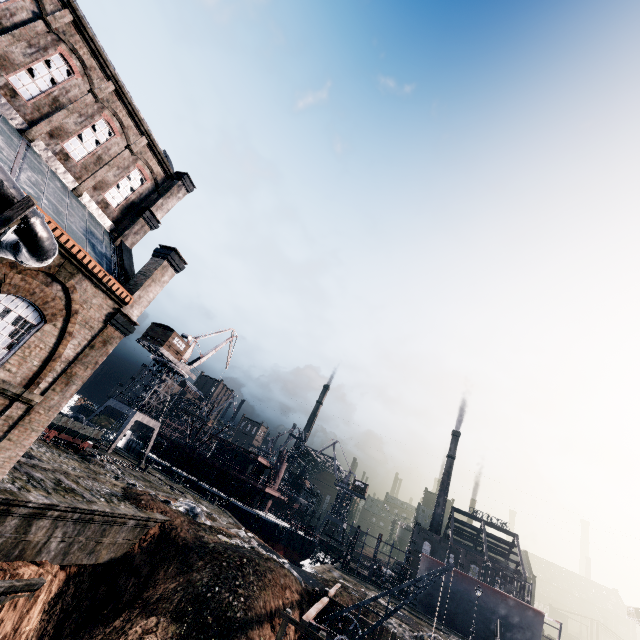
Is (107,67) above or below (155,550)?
above

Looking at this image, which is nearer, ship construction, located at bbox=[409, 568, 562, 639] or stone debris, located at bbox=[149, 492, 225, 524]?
stone debris, located at bbox=[149, 492, 225, 524]

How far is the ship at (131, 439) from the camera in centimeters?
5473cm

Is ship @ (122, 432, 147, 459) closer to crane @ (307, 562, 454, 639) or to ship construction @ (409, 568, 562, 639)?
ship construction @ (409, 568, 562, 639)

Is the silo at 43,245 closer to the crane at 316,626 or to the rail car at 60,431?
the crane at 316,626

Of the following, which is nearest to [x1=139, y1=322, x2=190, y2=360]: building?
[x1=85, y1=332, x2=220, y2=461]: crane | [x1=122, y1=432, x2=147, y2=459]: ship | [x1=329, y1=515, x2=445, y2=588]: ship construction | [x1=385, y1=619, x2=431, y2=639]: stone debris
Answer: [x1=85, y1=332, x2=220, y2=461]: crane

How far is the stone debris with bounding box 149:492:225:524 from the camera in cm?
2712

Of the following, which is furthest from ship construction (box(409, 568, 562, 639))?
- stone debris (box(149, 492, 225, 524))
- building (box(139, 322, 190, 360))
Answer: building (box(139, 322, 190, 360))
